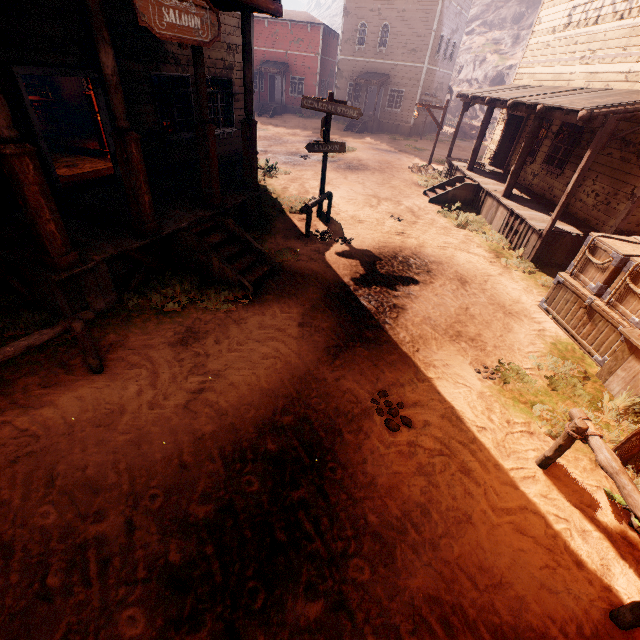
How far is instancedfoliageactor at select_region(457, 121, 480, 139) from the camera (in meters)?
31.56

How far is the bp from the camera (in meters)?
14.57

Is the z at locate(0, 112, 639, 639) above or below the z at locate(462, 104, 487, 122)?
A: below

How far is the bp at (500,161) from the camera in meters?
14.6 m

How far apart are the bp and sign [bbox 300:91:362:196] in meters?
9.9 m

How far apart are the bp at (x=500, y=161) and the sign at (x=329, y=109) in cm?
989

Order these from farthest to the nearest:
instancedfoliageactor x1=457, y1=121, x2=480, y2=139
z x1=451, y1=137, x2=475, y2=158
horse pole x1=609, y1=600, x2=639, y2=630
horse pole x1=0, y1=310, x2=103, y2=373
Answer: instancedfoliageactor x1=457, y1=121, x2=480, y2=139 < z x1=451, y1=137, x2=475, y2=158 < horse pole x1=0, y1=310, x2=103, y2=373 < horse pole x1=609, y1=600, x2=639, y2=630

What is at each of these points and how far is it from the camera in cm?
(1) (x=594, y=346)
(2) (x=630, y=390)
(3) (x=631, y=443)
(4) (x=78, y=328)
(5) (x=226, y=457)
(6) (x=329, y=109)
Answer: (1) wooden box, 603
(2) building, 506
(3) light pole, 418
(4) horse pole, 411
(5) z, 385
(6) sign, 872
